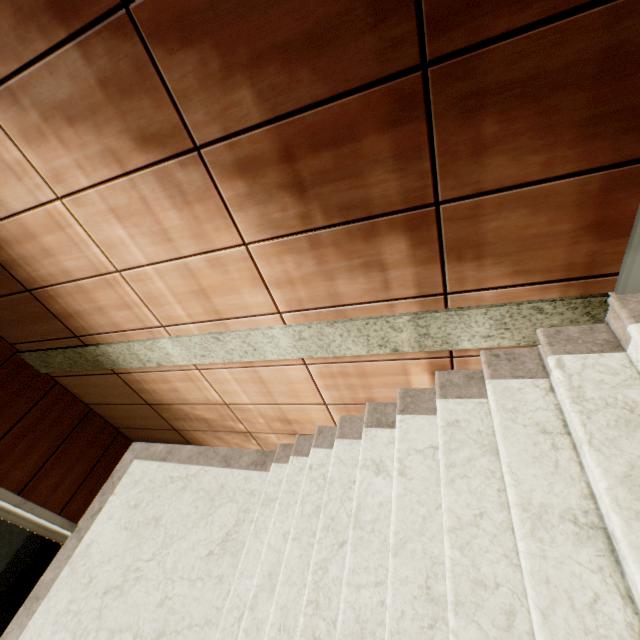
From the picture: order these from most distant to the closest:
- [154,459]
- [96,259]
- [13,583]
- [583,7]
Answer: [154,459]
[13,583]
[96,259]
[583,7]
